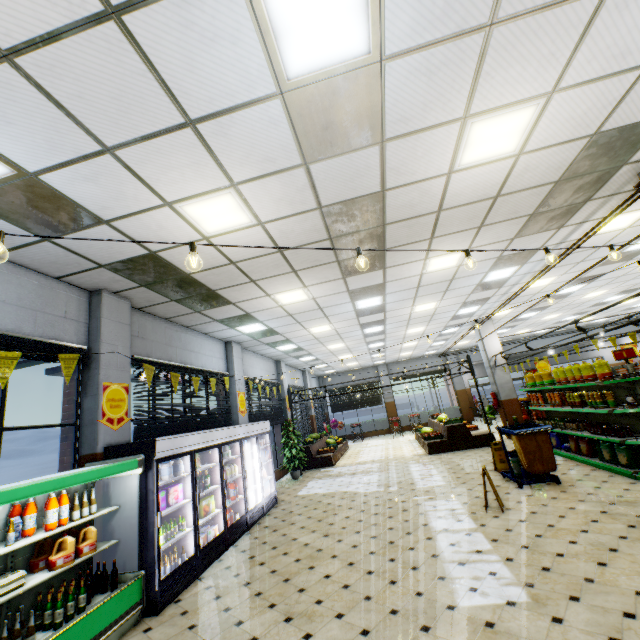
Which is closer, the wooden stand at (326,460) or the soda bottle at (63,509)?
the soda bottle at (63,509)

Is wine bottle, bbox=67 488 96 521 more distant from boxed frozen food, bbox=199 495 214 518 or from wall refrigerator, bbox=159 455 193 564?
boxed frozen food, bbox=199 495 214 518

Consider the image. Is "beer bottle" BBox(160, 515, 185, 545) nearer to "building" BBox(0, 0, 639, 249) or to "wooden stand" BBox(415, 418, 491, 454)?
"building" BBox(0, 0, 639, 249)

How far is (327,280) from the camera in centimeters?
706cm

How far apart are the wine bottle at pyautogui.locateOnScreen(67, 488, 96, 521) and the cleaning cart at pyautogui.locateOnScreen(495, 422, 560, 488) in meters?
7.5 m

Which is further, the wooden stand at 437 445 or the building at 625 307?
the building at 625 307

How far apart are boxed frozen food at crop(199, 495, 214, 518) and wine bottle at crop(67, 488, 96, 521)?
Answer: 2.1m

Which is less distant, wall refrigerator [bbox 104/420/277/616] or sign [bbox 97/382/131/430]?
wall refrigerator [bbox 104/420/277/616]
